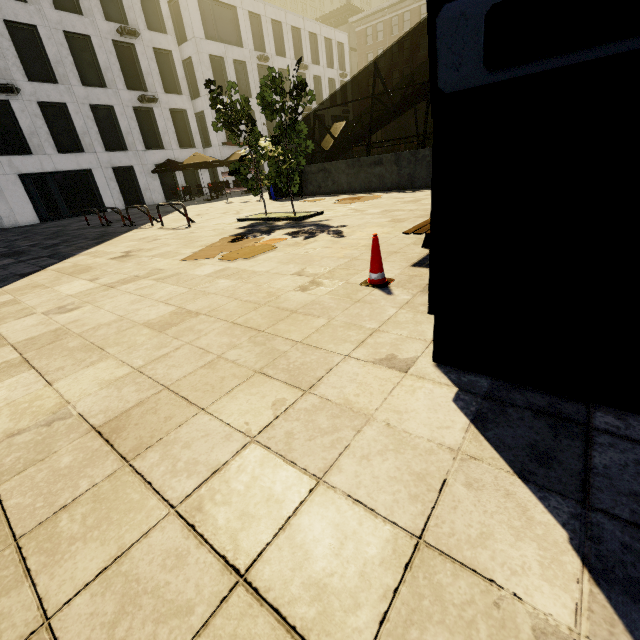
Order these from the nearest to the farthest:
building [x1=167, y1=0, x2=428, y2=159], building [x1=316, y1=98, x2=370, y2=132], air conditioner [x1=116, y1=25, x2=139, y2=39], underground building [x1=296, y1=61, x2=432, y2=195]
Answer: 1. underground building [x1=296, y1=61, x2=432, y2=195]
2. air conditioner [x1=116, y1=25, x2=139, y2=39]
3. building [x1=167, y1=0, x2=428, y2=159]
4. building [x1=316, y1=98, x2=370, y2=132]

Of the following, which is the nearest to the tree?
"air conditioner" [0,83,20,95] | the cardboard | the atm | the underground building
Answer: the underground building

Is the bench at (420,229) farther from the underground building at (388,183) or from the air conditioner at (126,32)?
the air conditioner at (126,32)

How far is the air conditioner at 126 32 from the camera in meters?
22.3 m

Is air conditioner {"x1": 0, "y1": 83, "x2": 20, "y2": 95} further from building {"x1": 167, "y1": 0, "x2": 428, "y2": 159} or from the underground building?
the underground building

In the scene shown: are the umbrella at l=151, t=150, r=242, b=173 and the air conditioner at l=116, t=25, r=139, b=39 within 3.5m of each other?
no

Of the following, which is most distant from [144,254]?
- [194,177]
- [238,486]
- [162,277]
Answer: [194,177]

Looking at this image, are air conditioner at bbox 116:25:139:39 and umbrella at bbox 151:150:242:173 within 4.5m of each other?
no
